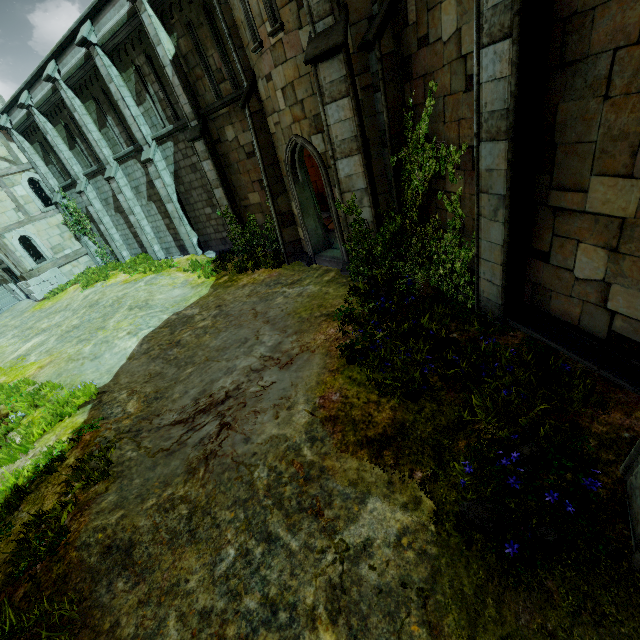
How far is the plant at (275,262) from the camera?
12.9m

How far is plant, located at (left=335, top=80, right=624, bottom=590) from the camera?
3.3 meters

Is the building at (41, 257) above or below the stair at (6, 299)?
above

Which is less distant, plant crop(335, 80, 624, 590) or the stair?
plant crop(335, 80, 624, 590)

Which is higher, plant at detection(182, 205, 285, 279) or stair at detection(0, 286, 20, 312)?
stair at detection(0, 286, 20, 312)

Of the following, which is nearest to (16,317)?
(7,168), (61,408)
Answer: (7,168)

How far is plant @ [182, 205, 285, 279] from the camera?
12.87m

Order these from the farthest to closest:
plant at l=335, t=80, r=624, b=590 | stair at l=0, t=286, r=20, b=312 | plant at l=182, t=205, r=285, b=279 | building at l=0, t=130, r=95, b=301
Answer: stair at l=0, t=286, r=20, b=312 → building at l=0, t=130, r=95, b=301 → plant at l=182, t=205, r=285, b=279 → plant at l=335, t=80, r=624, b=590
